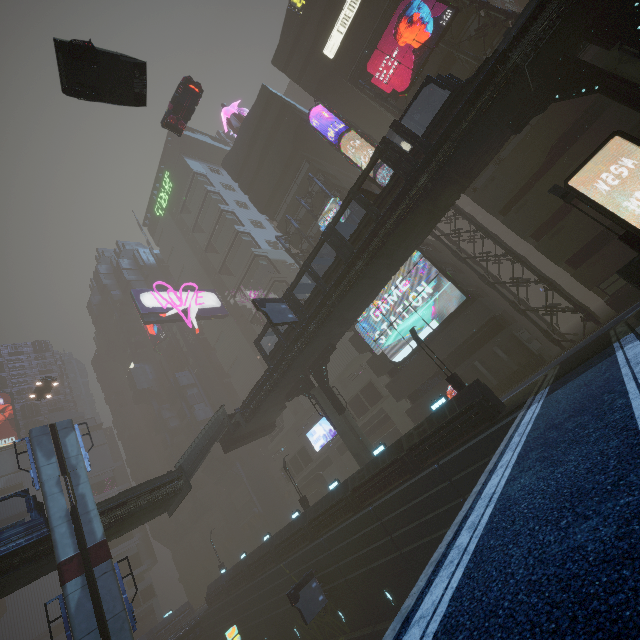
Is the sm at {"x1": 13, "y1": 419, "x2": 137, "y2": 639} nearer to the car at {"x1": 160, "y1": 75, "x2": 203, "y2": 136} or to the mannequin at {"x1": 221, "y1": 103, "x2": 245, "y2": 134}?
the car at {"x1": 160, "y1": 75, "x2": 203, "y2": 136}

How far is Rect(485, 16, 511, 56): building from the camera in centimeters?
2392cm

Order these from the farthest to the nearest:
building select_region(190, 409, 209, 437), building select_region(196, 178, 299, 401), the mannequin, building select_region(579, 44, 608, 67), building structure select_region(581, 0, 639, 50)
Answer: building select_region(190, 409, 209, 437), building select_region(196, 178, 299, 401), the mannequin, building select_region(579, 44, 608, 67), building structure select_region(581, 0, 639, 50)

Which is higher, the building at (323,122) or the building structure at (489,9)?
the building at (323,122)

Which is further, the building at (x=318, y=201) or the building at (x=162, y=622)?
the building at (x=162, y=622)

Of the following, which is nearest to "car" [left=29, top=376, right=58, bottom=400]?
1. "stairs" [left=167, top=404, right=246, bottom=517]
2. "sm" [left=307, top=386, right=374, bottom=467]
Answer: "stairs" [left=167, top=404, right=246, bottom=517]

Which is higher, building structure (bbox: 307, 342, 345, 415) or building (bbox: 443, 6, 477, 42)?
building (bbox: 443, 6, 477, 42)

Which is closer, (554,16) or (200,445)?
(554,16)
